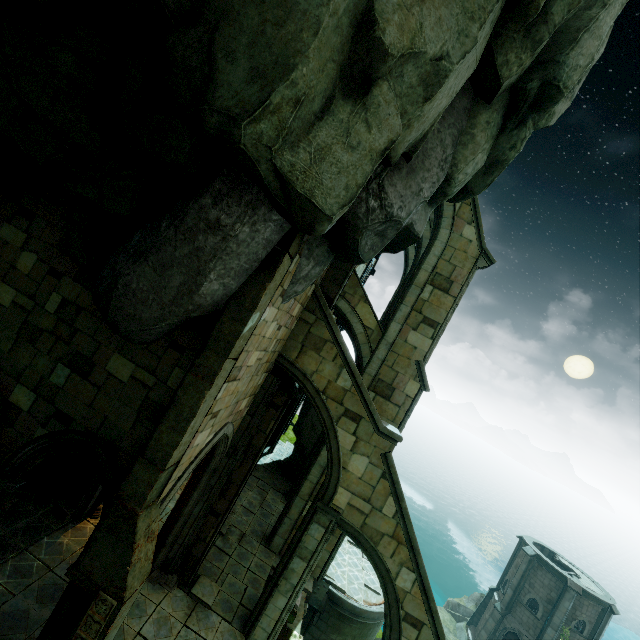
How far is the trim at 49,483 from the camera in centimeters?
1071cm

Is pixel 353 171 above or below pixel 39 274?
above

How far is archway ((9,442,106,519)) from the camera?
6.49m

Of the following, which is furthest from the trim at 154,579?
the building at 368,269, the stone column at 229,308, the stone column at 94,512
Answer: the stone column at 229,308

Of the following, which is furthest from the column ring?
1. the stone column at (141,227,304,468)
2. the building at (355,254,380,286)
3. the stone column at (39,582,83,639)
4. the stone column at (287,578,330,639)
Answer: the stone column at (287,578,330,639)

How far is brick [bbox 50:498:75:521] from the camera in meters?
10.1 m

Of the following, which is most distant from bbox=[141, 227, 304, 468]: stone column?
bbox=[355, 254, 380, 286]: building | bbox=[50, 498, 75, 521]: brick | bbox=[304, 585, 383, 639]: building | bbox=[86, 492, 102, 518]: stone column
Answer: bbox=[304, 585, 383, 639]: building

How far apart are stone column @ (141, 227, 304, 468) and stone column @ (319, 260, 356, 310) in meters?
3.7
